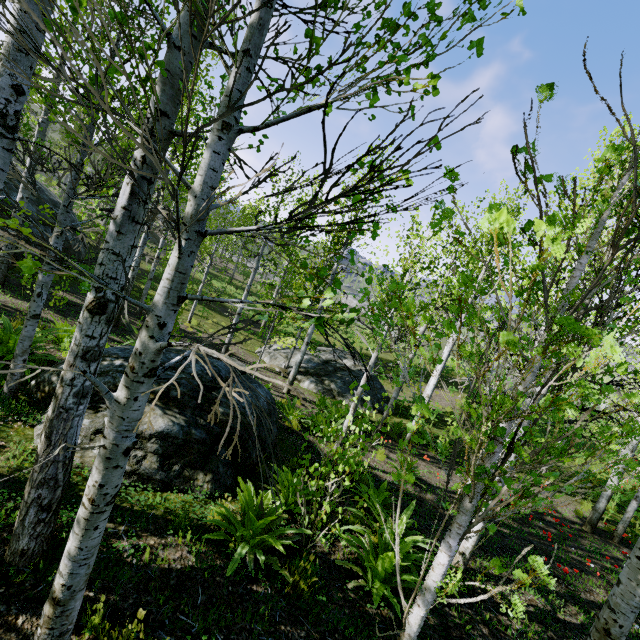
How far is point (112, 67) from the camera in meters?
1.4 m

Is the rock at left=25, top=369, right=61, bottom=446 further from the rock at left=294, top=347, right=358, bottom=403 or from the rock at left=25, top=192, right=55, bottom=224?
the rock at left=25, top=192, right=55, bottom=224

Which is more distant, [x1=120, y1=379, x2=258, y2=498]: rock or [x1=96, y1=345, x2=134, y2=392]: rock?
[x1=96, y1=345, x2=134, y2=392]: rock

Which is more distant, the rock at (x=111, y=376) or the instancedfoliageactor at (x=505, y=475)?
the rock at (x=111, y=376)

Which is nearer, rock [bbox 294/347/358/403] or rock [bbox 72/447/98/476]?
rock [bbox 72/447/98/476]

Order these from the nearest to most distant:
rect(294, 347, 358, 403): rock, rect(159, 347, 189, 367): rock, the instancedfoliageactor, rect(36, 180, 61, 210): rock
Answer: the instancedfoliageactor, rect(159, 347, 189, 367): rock, rect(294, 347, 358, 403): rock, rect(36, 180, 61, 210): rock

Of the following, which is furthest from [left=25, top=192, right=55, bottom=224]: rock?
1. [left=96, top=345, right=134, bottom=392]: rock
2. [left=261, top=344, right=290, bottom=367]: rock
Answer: [left=261, top=344, right=290, bottom=367]: rock

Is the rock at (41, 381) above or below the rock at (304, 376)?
above
